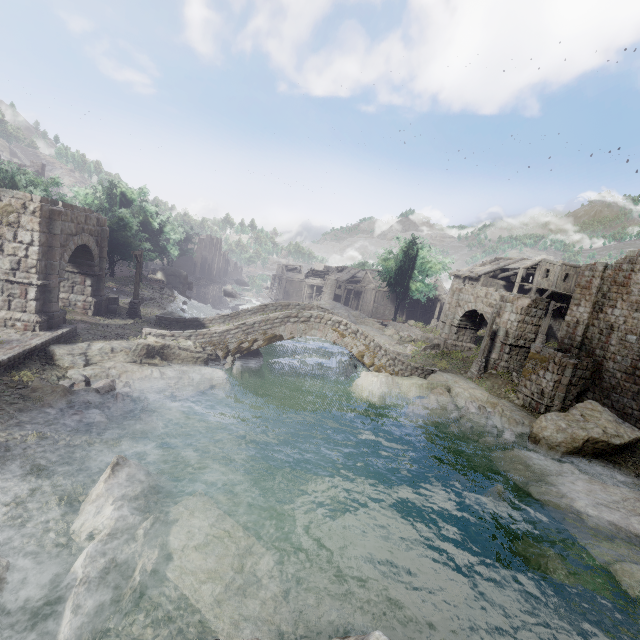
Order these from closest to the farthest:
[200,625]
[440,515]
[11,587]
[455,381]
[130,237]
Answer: [11,587]
[200,625]
[440,515]
[455,381]
[130,237]

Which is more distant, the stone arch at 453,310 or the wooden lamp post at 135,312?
the wooden lamp post at 135,312

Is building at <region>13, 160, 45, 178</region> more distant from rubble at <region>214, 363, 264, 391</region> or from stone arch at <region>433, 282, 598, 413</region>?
rubble at <region>214, 363, 264, 391</region>

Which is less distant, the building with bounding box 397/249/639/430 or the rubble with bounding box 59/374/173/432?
the rubble with bounding box 59/374/173/432

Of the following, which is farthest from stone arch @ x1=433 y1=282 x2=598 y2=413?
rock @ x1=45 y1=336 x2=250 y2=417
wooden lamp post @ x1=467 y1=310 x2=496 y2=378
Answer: rock @ x1=45 y1=336 x2=250 y2=417

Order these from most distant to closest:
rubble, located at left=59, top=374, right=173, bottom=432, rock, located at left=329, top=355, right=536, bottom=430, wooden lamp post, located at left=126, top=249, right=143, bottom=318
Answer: wooden lamp post, located at left=126, top=249, right=143, bottom=318 < rock, located at left=329, top=355, right=536, bottom=430 < rubble, located at left=59, top=374, right=173, bottom=432

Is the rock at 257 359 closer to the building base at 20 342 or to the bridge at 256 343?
the bridge at 256 343

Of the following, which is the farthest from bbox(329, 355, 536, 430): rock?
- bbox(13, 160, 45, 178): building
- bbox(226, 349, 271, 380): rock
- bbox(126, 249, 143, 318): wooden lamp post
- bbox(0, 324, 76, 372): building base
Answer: bbox(0, 324, 76, 372): building base
